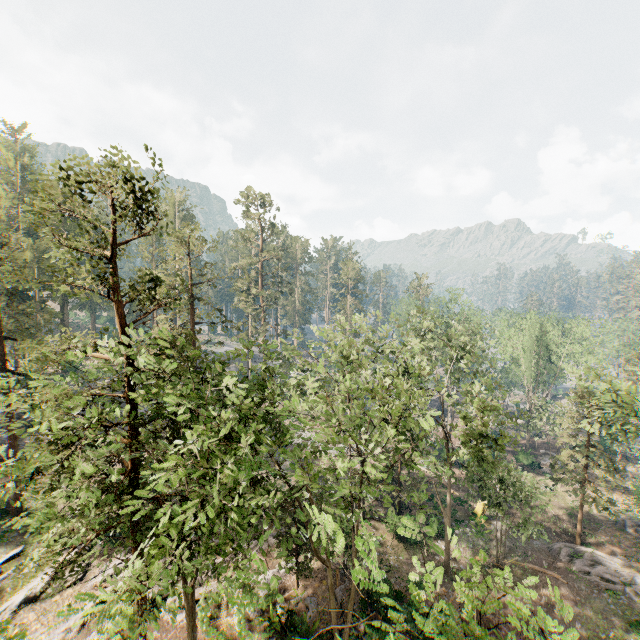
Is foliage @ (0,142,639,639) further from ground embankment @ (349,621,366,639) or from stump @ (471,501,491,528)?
stump @ (471,501,491,528)

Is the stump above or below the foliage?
below

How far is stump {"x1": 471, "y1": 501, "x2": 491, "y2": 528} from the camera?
30.8m

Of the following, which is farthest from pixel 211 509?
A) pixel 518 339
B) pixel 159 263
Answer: pixel 518 339

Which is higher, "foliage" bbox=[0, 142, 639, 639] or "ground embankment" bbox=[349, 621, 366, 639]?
"foliage" bbox=[0, 142, 639, 639]

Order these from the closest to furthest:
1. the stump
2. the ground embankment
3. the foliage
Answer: the foliage, the ground embankment, the stump

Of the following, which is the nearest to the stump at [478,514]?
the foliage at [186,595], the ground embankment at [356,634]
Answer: the foliage at [186,595]
